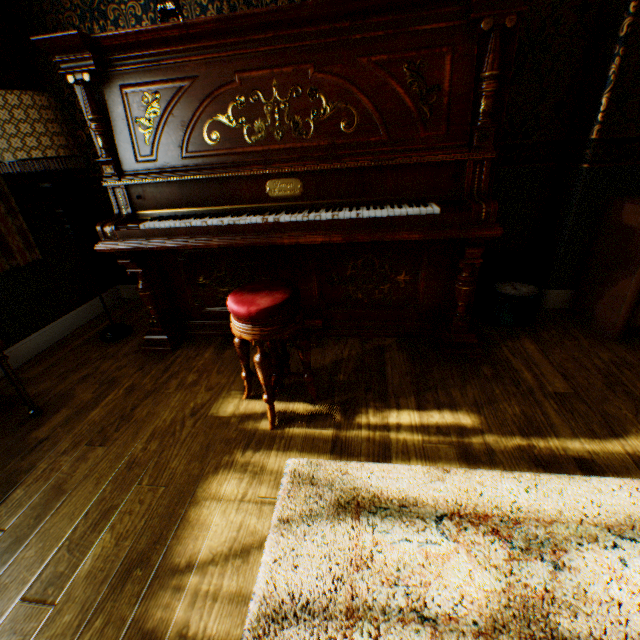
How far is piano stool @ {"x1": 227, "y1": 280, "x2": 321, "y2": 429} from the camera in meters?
1.5 m

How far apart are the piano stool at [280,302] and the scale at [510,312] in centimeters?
156cm

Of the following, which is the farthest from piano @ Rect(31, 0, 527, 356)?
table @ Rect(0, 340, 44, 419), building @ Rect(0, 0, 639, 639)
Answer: table @ Rect(0, 340, 44, 419)

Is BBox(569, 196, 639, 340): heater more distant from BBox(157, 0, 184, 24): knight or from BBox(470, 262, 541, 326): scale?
BBox(157, 0, 184, 24): knight

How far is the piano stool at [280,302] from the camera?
1.55m

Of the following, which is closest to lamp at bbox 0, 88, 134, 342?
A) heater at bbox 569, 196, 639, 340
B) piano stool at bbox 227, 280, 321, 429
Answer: piano stool at bbox 227, 280, 321, 429

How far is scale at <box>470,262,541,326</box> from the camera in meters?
2.4

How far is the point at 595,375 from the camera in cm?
199
